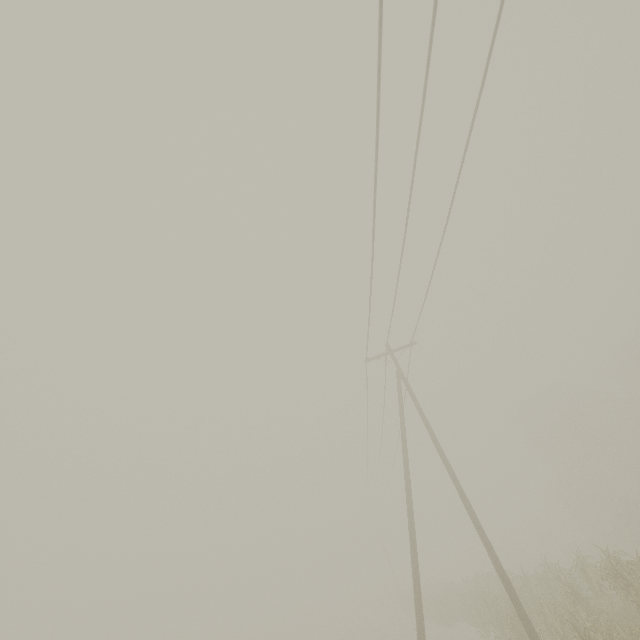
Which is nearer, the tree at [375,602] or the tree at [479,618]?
the tree at [479,618]

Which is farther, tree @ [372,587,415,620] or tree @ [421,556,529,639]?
tree @ [372,587,415,620]

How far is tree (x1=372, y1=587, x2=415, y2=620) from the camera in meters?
33.2 m

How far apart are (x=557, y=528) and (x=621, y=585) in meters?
69.6 m

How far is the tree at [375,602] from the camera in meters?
33.2
